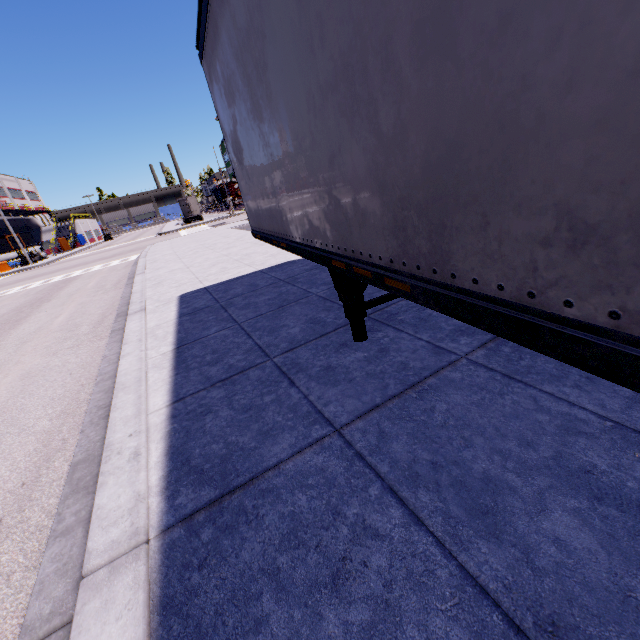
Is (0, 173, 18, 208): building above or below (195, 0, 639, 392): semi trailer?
above

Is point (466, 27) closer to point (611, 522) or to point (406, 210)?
point (406, 210)

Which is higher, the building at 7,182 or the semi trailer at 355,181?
the building at 7,182

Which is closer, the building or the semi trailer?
the semi trailer

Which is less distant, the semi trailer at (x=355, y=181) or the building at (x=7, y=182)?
the semi trailer at (x=355, y=181)
